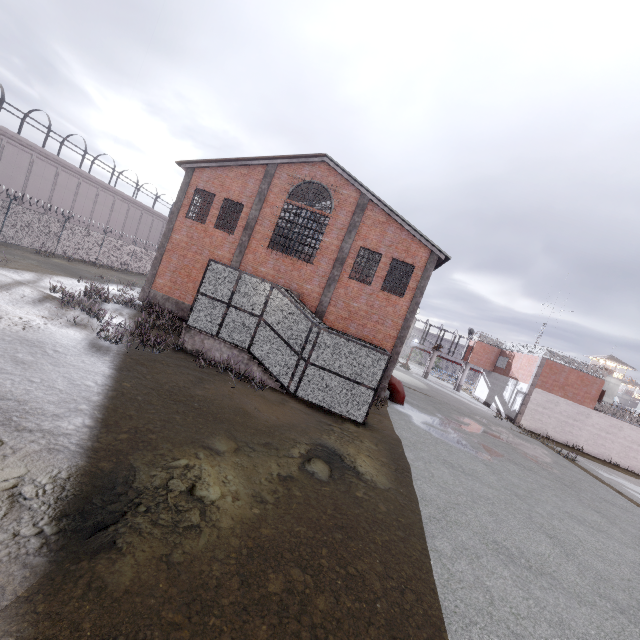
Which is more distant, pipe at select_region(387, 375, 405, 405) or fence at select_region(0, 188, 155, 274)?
fence at select_region(0, 188, 155, 274)

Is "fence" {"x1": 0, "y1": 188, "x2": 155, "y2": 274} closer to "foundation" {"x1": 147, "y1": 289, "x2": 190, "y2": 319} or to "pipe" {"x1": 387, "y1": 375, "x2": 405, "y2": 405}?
"foundation" {"x1": 147, "y1": 289, "x2": 190, "y2": 319}

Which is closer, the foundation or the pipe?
the pipe

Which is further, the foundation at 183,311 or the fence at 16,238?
the fence at 16,238

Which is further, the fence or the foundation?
the fence

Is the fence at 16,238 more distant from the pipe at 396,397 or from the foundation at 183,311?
the pipe at 396,397

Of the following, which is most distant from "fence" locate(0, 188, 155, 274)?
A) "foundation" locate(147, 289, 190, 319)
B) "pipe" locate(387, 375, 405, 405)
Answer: "pipe" locate(387, 375, 405, 405)

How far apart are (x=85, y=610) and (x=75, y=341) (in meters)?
9.12
